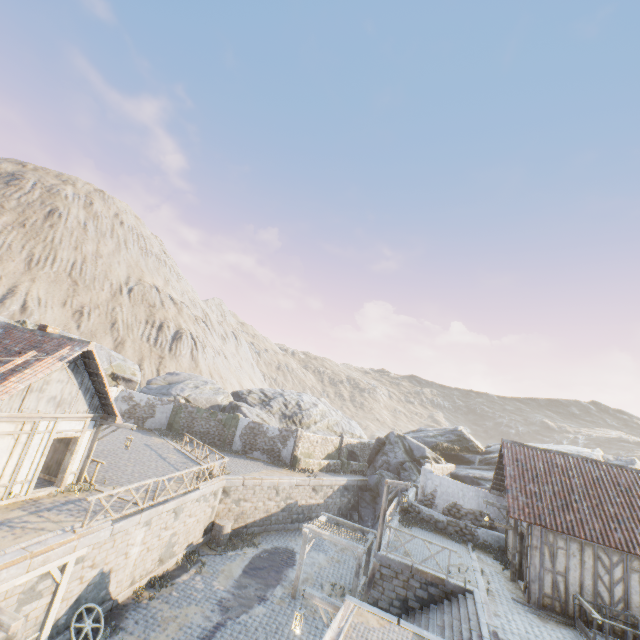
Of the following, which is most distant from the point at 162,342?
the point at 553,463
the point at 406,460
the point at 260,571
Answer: the point at 553,463

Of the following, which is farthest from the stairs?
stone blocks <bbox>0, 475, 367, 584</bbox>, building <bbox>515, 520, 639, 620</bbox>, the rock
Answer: the rock

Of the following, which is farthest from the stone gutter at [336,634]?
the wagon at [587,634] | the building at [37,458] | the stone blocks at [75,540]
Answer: the building at [37,458]

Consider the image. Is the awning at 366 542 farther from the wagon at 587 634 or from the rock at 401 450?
the rock at 401 450

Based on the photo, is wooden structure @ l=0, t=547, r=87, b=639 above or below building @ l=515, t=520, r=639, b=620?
below

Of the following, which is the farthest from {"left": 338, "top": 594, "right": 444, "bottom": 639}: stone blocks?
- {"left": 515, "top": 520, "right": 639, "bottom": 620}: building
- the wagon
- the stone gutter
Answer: the wagon

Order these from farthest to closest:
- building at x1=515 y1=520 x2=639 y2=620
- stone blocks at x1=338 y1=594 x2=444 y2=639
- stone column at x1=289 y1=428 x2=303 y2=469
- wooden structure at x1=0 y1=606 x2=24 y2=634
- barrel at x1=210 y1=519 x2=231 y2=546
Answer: stone column at x1=289 y1=428 x2=303 y2=469, barrel at x1=210 y1=519 x2=231 y2=546, building at x1=515 y1=520 x2=639 y2=620, stone blocks at x1=338 y1=594 x2=444 y2=639, wooden structure at x1=0 y1=606 x2=24 y2=634

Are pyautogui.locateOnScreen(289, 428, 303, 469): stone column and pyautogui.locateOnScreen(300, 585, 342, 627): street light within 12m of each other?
no
